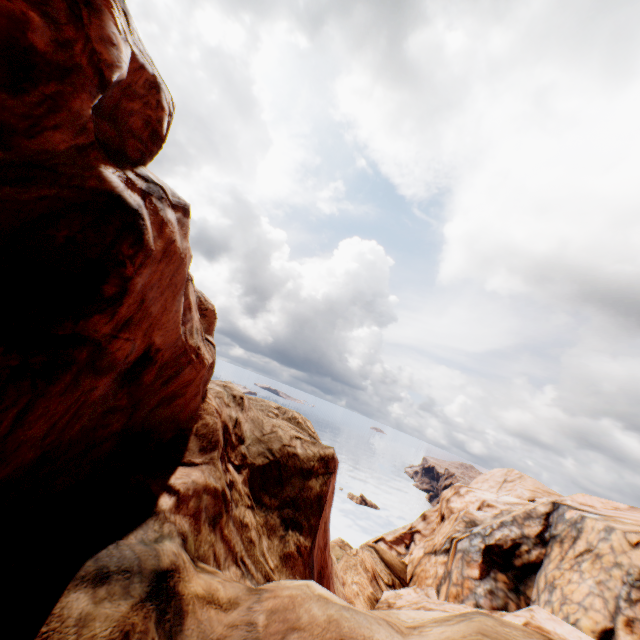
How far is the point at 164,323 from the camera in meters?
7.3
